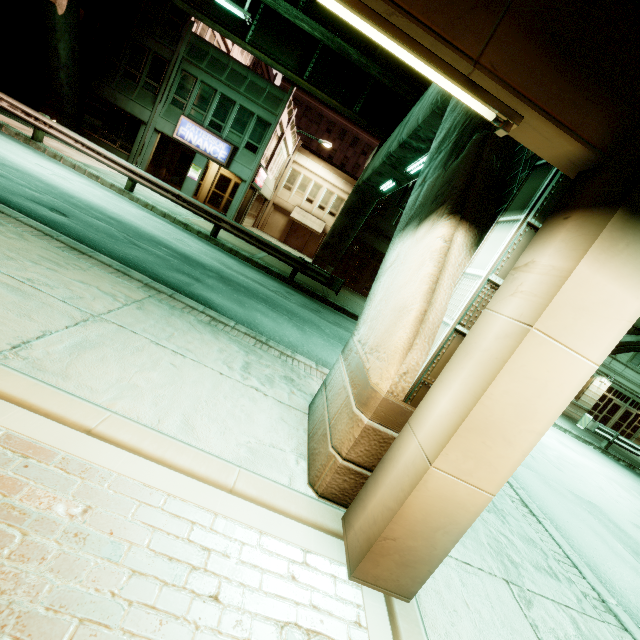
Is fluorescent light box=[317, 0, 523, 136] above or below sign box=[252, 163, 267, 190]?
below

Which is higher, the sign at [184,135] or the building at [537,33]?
the sign at [184,135]

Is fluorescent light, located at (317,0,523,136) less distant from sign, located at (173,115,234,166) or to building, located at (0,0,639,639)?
building, located at (0,0,639,639)

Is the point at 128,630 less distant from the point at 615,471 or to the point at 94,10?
the point at 615,471

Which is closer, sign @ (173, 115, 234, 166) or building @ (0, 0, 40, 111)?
building @ (0, 0, 40, 111)

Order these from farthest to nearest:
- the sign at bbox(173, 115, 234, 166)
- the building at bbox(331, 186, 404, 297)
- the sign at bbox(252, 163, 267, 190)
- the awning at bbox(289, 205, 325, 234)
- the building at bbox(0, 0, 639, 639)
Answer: the awning at bbox(289, 205, 325, 234), the building at bbox(331, 186, 404, 297), the sign at bbox(252, 163, 267, 190), the sign at bbox(173, 115, 234, 166), the building at bbox(0, 0, 639, 639)

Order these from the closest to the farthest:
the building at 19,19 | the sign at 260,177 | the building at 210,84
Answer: the building at 19,19 → the building at 210,84 → the sign at 260,177

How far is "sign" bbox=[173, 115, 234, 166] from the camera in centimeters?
2006cm
